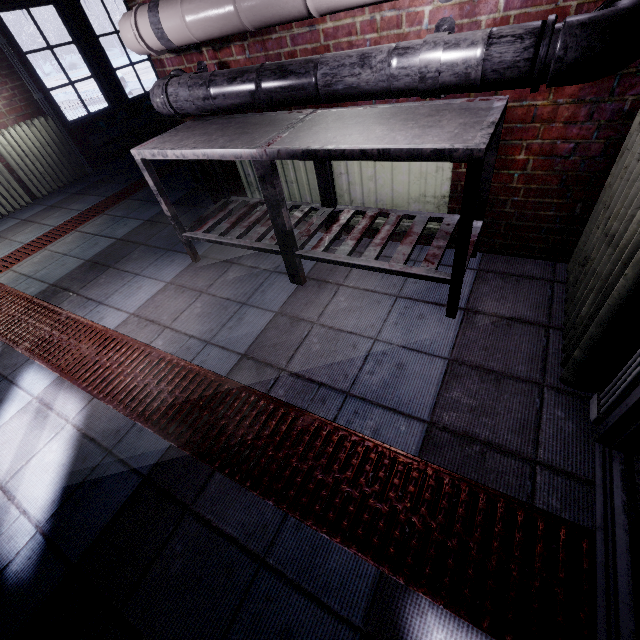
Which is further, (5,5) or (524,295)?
(5,5)

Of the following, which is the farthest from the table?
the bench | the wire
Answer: the bench

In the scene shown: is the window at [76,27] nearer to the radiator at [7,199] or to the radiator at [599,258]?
the radiator at [7,199]

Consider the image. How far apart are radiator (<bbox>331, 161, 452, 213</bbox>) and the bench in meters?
4.5

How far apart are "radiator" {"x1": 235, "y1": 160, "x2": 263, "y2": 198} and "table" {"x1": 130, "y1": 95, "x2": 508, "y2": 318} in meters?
0.0

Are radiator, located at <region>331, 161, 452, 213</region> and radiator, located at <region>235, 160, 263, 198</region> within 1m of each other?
yes

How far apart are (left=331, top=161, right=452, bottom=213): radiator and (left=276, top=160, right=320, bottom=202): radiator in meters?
0.1 m

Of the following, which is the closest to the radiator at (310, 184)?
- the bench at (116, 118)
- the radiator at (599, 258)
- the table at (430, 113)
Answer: the table at (430, 113)
